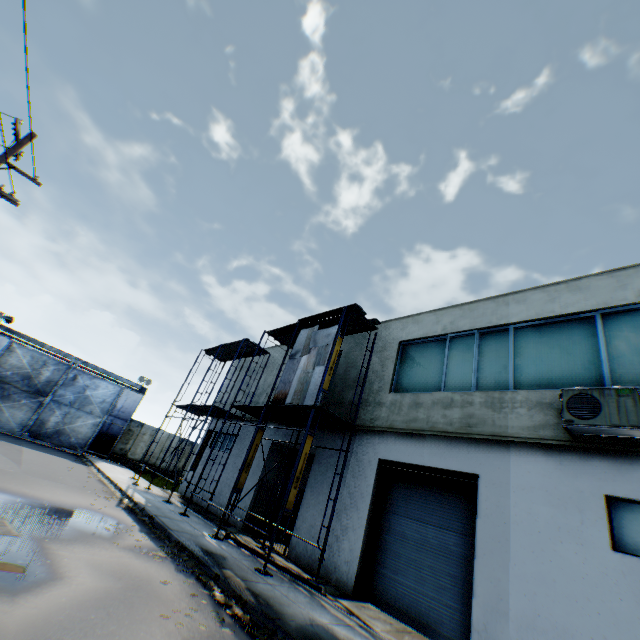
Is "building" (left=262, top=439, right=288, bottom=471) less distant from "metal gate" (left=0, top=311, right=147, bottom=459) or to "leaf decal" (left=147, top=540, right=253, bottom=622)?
"leaf decal" (left=147, top=540, right=253, bottom=622)

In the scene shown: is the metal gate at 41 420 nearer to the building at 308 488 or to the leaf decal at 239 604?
the building at 308 488

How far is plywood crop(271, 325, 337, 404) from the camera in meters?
11.9

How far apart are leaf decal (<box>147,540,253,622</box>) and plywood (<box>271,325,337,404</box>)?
5.1m

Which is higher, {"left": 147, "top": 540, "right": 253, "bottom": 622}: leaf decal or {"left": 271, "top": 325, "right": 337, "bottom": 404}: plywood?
{"left": 271, "top": 325, "right": 337, "bottom": 404}: plywood

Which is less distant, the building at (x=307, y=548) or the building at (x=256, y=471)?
the building at (x=307, y=548)

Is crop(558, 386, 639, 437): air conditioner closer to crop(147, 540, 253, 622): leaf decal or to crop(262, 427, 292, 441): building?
crop(262, 427, 292, 441): building

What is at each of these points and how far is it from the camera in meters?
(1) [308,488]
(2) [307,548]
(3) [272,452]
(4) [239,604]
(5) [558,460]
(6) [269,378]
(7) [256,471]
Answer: (1) building, 13.0
(2) building, 11.6
(3) building, 16.4
(4) leaf decal, 6.3
(5) building, 7.9
(6) building, 19.9
(7) building, 16.0
